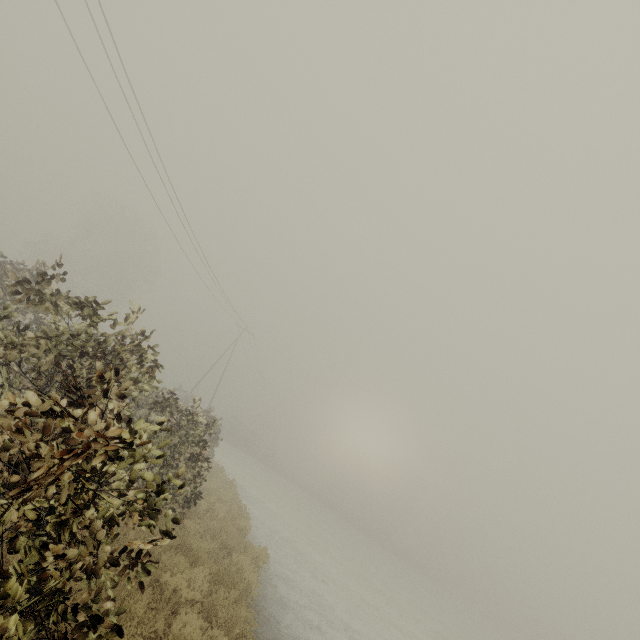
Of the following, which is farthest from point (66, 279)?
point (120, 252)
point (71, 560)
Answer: point (71, 560)
